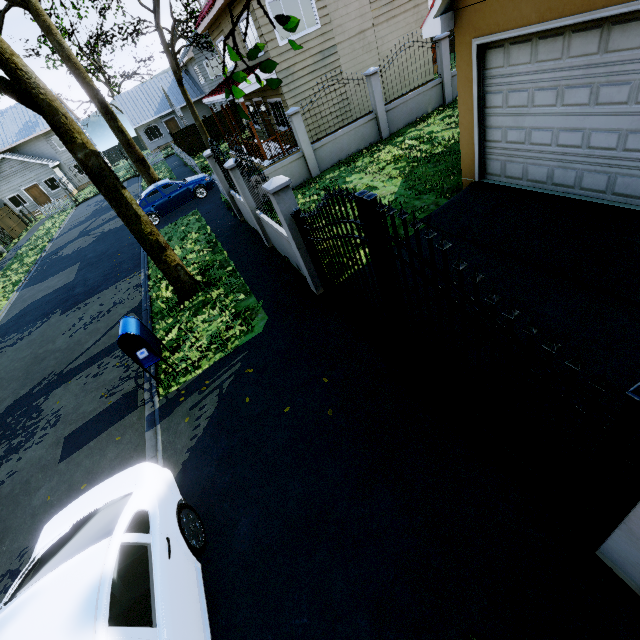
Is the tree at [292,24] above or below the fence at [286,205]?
above

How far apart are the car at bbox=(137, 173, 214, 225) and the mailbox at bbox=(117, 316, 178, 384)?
11.6 meters

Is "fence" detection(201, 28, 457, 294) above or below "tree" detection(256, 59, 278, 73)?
below

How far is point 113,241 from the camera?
17.0m

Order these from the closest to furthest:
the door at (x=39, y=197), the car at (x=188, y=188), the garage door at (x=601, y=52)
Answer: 1. the garage door at (x=601, y=52)
2. the car at (x=188, y=188)
3. the door at (x=39, y=197)

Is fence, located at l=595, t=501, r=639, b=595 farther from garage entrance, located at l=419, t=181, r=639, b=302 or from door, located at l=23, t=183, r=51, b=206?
door, located at l=23, t=183, r=51, b=206

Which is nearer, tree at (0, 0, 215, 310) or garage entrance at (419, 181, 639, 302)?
garage entrance at (419, 181, 639, 302)

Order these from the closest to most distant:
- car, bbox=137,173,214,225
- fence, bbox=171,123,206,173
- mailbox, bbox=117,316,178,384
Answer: mailbox, bbox=117,316,178,384 → car, bbox=137,173,214,225 → fence, bbox=171,123,206,173
